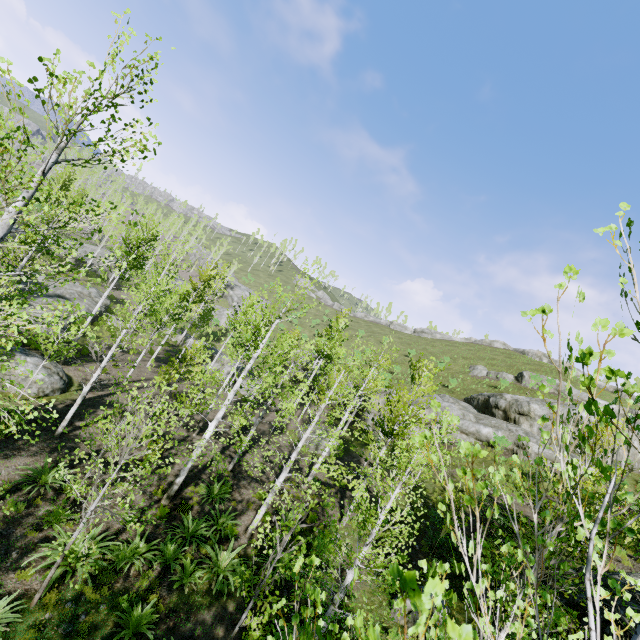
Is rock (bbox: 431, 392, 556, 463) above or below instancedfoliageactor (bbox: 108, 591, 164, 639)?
above

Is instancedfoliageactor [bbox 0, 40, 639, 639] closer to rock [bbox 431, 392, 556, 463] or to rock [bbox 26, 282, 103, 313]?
rock [bbox 26, 282, 103, 313]

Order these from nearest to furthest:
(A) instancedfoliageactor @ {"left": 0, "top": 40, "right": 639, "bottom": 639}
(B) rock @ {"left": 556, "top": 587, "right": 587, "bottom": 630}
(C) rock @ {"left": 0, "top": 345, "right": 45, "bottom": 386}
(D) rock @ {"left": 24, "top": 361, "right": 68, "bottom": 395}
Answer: (A) instancedfoliageactor @ {"left": 0, "top": 40, "right": 639, "bottom": 639} → (B) rock @ {"left": 556, "top": 587, "right": 587, "bottom": 630} → (C) rock @ {"left": 0, "top": 345, "right": 45, "bottom": 386} → (D) rock @ {"left": 24, "top": 361, "right": 68, "bottom": 395}

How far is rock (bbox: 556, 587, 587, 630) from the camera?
9.5 meters

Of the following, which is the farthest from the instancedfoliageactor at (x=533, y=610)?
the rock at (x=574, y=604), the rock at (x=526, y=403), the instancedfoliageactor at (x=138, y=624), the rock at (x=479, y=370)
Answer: the rock at (x=479, y=370)

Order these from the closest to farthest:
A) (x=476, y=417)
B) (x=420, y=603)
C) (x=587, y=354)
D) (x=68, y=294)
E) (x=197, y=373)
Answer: (x=420, y=603)
(x=587, y=354)
(x=197, y=373)
(x=476, y=417)
(x=68, y=294)

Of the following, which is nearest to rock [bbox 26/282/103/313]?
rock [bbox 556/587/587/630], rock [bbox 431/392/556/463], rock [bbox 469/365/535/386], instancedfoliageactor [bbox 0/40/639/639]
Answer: instancedfoliageactor [bbox 0/40/639/639]

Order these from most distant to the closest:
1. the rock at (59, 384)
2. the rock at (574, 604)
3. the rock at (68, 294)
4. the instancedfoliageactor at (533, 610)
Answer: the rock at (68, 294) < the rock at (59, 384) < the rock at (574, 604) < the instancedfoliageactor at (533, 610)
